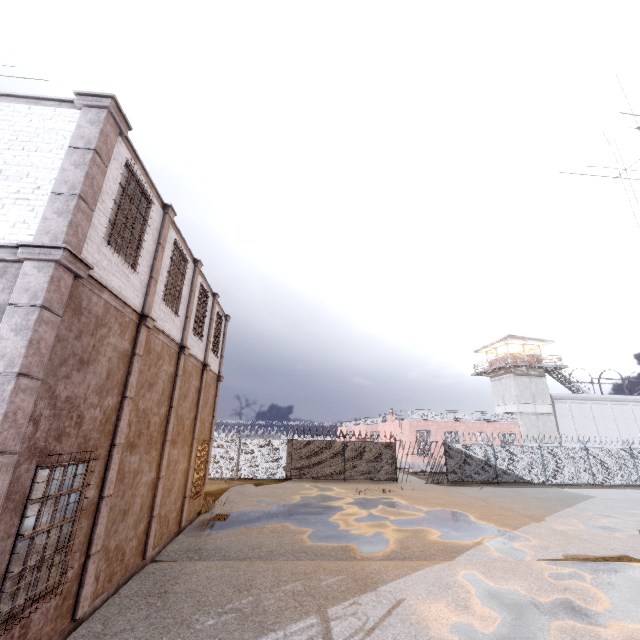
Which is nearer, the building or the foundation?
the foundation

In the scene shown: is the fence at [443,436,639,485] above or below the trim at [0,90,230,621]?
below

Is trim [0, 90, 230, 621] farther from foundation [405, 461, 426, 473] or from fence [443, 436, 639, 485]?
foundation [405, 461, 426, 473]

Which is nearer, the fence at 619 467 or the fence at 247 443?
the fence at 247 443

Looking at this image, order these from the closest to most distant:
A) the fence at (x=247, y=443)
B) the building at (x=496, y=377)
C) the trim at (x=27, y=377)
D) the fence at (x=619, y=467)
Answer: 1. the trim at (x=27, y=377)
2. the fence at (x=247, y=443)
3. the fence at (x=619, y=467)
4. the building at (x=496, y=377)

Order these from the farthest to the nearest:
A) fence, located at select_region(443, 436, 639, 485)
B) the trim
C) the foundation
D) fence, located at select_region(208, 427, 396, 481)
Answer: the foundation < fence, located at select_region(443, 436, 639, 485) < fence, located at select_region(208, 427, 396, 481) < the trim

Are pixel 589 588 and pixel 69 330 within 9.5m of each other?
no

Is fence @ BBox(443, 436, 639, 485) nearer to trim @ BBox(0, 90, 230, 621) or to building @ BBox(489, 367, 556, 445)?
trim @ BBox(0, 90, 230, 621)
